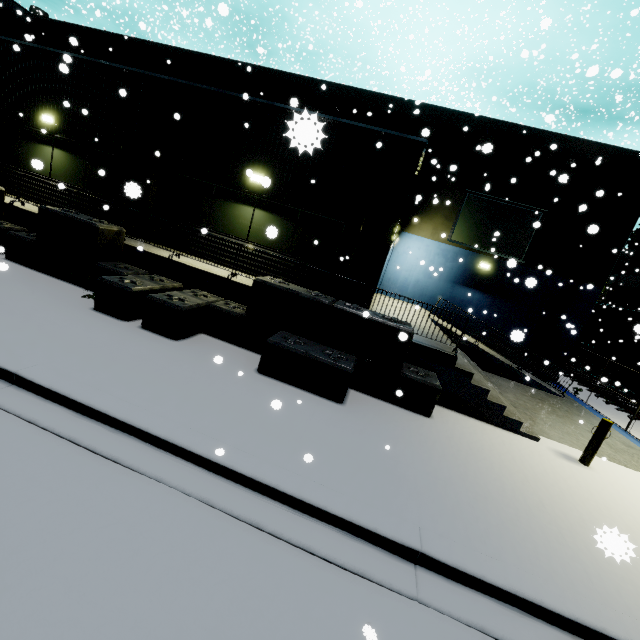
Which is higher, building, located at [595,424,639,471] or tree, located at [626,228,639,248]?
tree, located at [626,228,639,248]

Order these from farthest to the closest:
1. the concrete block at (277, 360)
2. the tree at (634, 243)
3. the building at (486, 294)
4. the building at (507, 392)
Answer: the tree at (634, 243)
the building at (486, 294)
the building at (507, 392)
the concrete block at (277, 360)

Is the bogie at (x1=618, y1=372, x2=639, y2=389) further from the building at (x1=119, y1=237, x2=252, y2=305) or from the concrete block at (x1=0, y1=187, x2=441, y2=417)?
the concrete block at (x1=0, y1=187, x2=441, y2=417)

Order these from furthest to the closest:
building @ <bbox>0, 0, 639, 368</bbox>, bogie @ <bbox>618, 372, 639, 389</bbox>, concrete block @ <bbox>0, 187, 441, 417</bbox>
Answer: bogie @ <bbox>618, 372, 639, 389</bbox> → building @ <bbox>0, 0, 639, 368</bbox> → concrete block @ <bbox>0, 187, 441, 417</bbox>

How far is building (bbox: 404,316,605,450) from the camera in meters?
8.0 m

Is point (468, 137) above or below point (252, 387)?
above

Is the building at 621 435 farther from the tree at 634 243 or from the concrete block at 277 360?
the tree at 634 243

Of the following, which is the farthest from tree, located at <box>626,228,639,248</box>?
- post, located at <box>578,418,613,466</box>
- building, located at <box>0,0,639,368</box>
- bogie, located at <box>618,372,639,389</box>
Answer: post, located at <box>578,418,613,466</box>
